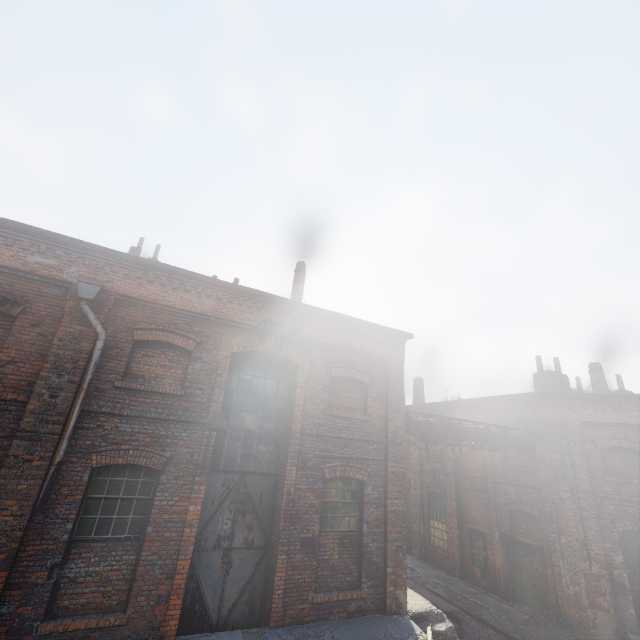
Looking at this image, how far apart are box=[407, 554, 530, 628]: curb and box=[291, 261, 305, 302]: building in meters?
12.5 m

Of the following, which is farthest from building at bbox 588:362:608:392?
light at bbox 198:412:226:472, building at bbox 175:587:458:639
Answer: light at bbox 198:412:226:472

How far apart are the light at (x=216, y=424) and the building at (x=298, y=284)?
5.83m

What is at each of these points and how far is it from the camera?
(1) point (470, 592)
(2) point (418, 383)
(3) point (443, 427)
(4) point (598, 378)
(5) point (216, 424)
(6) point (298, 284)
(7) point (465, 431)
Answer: (1) curb, 13.2m
(2) building, 22.3m
(3) pipe, 11.5m
(4) building, 16.7m
(5) light, 6.7m
(6) building, 13.2m
(7) pipe, 11.9m

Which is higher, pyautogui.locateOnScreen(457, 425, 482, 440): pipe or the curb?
pyautogui.locateOnScreen(457, 425, 482, 440): pipe

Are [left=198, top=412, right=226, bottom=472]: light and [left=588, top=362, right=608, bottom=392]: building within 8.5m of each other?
no

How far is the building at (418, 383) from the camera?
21.9m

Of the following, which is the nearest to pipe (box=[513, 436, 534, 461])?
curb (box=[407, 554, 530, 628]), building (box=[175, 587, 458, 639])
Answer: building (box=[175, 587, 458, 639])
